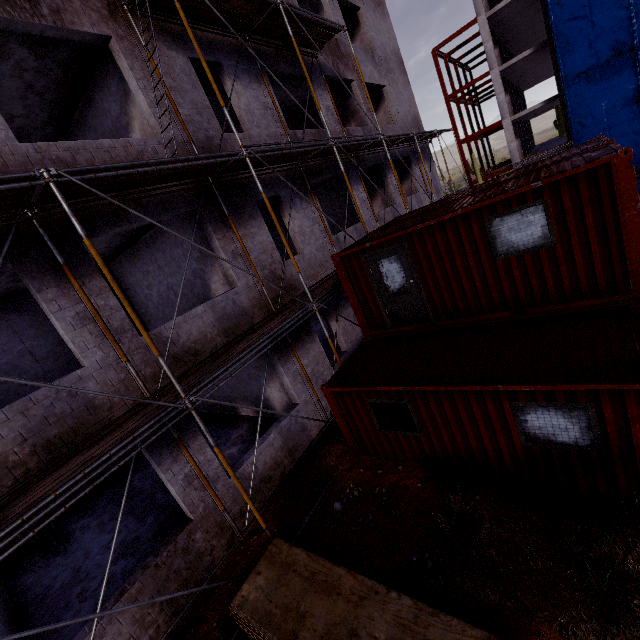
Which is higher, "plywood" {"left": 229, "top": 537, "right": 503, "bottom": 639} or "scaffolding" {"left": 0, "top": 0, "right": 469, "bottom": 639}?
"scaffolding" {"left": 0, "top": 0, "right": 469, "bottom": 639}

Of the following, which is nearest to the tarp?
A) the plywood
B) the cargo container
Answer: the cargo container

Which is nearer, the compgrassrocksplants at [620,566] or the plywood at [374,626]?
the plywood at [374,626]

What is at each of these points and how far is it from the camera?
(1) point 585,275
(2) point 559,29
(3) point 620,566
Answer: (1) cargo container, 6.0 meters
(2) tarp, 22.7 meters
(3) compgrassrocksplants, 4.6 meters

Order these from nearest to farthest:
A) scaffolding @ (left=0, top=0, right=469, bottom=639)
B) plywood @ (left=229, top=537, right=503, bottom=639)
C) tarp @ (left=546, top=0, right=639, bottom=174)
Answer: plywood @ (left=229, top=537, right=503, bottom=639) < scaffolding @ (left=0, top=0, right=469, bottom=639) < tarp @ (left=546, top=0, right=639, bottom=174)

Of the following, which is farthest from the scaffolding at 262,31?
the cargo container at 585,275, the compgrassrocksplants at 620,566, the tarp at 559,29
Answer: the tarp at 559,29

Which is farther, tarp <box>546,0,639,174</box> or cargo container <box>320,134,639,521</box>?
tarp <box>546,0,639,174</box>

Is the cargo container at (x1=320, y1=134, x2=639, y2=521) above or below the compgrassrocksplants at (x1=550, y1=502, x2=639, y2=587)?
above
